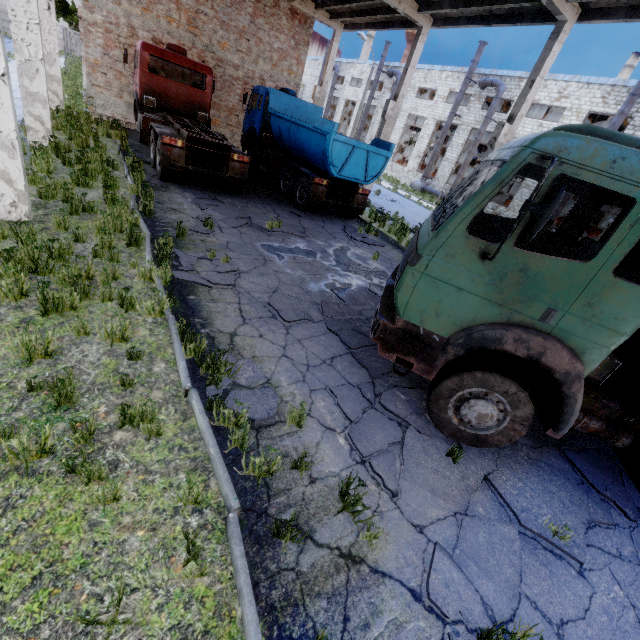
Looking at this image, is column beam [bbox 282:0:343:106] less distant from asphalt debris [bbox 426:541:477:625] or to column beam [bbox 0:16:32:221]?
column beam [bbox 0:16:32:221]

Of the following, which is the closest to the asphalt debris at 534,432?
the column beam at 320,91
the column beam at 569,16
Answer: the column beam at 569,16

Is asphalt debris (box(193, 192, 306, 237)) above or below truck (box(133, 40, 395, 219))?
below

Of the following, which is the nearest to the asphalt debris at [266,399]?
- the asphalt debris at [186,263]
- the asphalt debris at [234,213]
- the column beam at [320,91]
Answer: the asphalt debris at [186,263]

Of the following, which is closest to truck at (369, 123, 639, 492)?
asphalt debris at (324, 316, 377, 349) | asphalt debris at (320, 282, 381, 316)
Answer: asphalt debris at (324, 316, 377, 349)

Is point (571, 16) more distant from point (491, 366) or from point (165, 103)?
point (165, 103)

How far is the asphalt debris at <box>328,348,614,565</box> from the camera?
3.7m

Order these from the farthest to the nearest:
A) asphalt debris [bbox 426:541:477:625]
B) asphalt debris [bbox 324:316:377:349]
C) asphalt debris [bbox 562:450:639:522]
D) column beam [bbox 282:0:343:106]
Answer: column beam [bbox 282:0:343:106], asphalt debris [bbox 324:316:377:349], asphalt debris [bbox 562:450:639:522], asphalt debris [bbox 426:541:477:625]
